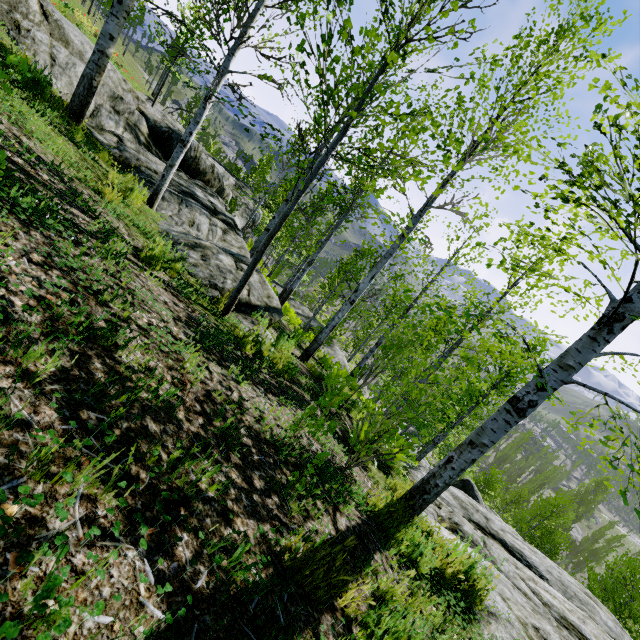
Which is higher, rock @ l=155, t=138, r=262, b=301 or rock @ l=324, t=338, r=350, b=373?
rock @ l=155, t=138, r=262, b=301

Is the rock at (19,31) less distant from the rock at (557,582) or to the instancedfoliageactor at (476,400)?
the rock at (557,582)

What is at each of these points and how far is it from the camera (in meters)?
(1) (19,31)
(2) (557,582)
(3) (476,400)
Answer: (1) rock, 7.00
(2) rock, 6.68
(3) instancedfoliageactor, 9.89

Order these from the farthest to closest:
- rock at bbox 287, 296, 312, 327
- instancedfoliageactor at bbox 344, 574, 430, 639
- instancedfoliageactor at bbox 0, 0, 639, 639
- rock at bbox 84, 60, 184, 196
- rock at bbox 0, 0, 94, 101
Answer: rock at bbox 287, 296, 312, 327 → rock at bbox 84, 60, 184, 196 → rock at bbox 0, 0, 94, 101 → instancedfoliageactor at bbox 0, 0, 639, 639 → instancedfoliageactor at bbox 344, 574, 430, 639

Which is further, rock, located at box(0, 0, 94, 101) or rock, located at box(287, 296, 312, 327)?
rock, located at box(287, 296, 312, 327)

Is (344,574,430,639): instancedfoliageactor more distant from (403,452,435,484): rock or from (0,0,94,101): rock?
(0,0,94,101): rock

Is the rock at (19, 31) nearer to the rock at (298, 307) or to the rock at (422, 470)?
the rock at (422, 470)

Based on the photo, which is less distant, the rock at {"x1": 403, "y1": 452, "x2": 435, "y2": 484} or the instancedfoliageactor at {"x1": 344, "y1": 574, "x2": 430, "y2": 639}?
the instancedfoliageactor at {"x1": 344, "y1": 574, "x2": 430, "y2": 639}
